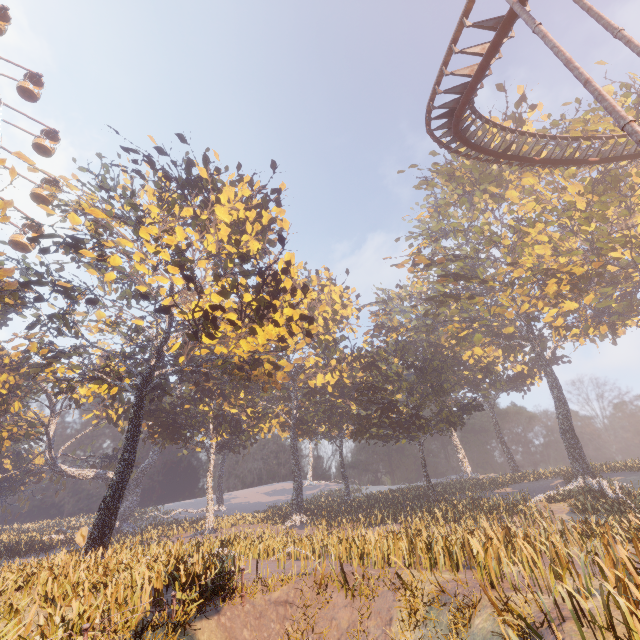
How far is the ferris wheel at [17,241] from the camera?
26.7m

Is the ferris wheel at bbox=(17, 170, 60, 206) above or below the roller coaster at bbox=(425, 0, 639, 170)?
above

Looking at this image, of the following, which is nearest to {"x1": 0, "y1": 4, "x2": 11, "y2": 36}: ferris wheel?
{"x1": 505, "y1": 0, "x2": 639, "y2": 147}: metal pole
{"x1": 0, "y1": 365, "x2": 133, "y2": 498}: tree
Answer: {"x1": 0, "y1": 365, "x2": 133, "y2": 498}: tree

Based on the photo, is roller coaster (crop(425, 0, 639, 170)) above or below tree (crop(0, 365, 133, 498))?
above

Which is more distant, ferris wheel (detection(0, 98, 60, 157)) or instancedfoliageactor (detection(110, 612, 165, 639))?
ferris wheel (detection(0, 98, 60, 157))

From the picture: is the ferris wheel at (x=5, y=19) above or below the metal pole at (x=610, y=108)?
above

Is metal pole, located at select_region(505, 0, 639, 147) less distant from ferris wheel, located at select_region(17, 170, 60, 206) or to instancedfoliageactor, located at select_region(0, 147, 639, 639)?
instancedfoliageactor, located at select_region(0, 147, 639, 639)

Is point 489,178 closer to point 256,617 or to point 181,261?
point 181,261
